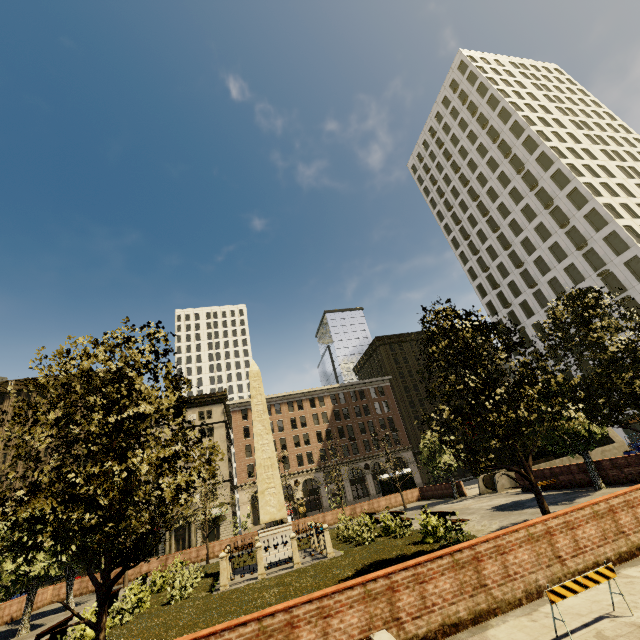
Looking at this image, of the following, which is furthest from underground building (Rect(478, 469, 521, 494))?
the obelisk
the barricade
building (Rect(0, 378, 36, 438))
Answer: building (Rect(0, 378, 36, 438))

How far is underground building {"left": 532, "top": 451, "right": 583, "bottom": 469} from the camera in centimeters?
2345cm

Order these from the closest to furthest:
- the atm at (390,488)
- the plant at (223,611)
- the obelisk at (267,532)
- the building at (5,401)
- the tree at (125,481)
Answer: the tree at (125,481), the plant at (223,611), the obelisk at (267,532), the atm at (390,488), the building at (5,401)

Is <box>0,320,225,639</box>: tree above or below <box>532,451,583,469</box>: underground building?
above

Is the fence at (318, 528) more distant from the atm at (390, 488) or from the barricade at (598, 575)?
the atm at (390, 488)

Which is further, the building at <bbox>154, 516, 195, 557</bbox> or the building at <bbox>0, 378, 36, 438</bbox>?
the building at <bbox>0, 378, 36, 438</bbox>

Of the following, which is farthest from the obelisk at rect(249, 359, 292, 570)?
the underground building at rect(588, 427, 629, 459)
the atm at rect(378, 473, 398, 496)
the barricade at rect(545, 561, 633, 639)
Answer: the atm at rect(378, 473, 398, 496)

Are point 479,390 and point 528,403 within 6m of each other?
yes
